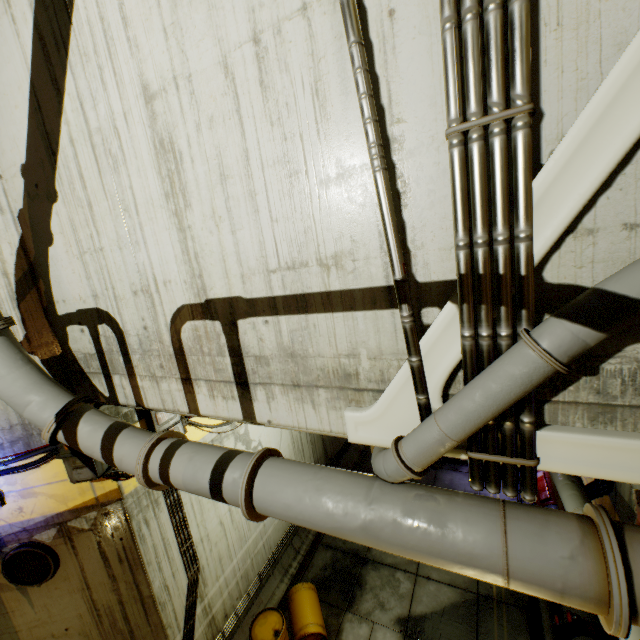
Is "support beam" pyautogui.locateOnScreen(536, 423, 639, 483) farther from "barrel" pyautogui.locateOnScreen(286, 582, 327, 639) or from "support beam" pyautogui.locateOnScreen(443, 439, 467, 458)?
"barrel" pyautogui.locateOnScreen(286, 582, 327, 639)

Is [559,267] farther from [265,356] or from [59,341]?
[59,341]

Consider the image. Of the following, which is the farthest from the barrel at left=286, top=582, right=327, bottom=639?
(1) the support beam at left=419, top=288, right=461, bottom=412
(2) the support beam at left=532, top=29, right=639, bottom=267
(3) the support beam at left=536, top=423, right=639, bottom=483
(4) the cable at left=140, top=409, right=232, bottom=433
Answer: (2) the support beam at left=532, top=29, right=639, bottom=267

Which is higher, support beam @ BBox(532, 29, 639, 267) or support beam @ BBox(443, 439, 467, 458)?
support beam @ BBox(532, 29, 639, 267)

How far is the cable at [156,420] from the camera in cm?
583

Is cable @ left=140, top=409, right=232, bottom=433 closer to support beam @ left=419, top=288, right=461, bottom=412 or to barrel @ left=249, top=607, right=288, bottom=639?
barrel @ left=249, top=607, right=288, bottom=639

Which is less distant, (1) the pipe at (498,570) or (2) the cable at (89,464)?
(1) the pipe at (498,570)

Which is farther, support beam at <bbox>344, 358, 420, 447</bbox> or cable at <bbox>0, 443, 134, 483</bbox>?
cable at <bbox>0, 443, 134, 483</bbox>
